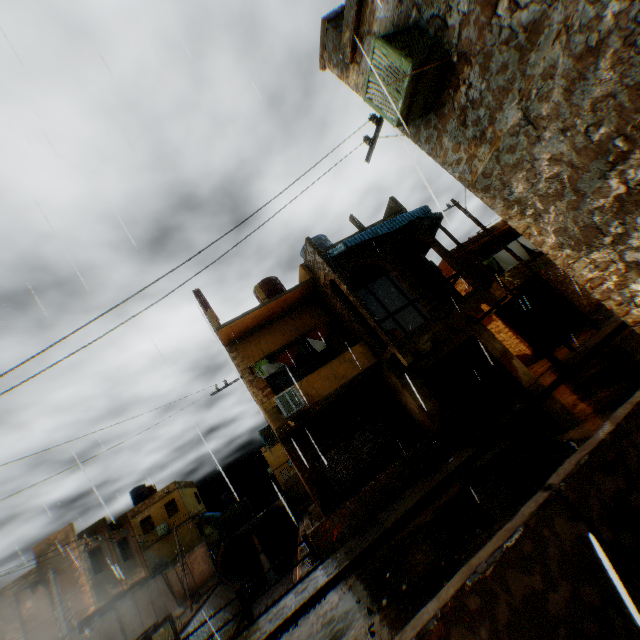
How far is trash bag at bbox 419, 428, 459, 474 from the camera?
10.6 meters

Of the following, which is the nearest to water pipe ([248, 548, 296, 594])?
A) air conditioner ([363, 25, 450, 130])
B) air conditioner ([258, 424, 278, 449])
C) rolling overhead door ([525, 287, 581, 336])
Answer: air conditioner ([258, 424, 278, 449])

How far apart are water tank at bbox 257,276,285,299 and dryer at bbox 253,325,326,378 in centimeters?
298cm

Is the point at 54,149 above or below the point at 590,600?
above

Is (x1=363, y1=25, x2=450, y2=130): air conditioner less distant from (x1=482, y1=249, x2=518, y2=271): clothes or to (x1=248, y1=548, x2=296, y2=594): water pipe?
(x1=482, y1=249, x2=518, y2=271): clothes

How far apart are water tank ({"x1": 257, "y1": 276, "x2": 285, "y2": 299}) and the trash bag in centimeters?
924cm

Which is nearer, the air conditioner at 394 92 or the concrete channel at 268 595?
the air conditioner at 394 92

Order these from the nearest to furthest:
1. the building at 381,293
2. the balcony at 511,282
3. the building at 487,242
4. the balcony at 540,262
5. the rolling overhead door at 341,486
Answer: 1. the rolling overhead door at 341,486
2. the balcony at 511,282
3. the balcony at 540,262
4. the building at 381,293
5. the building at 487,242
